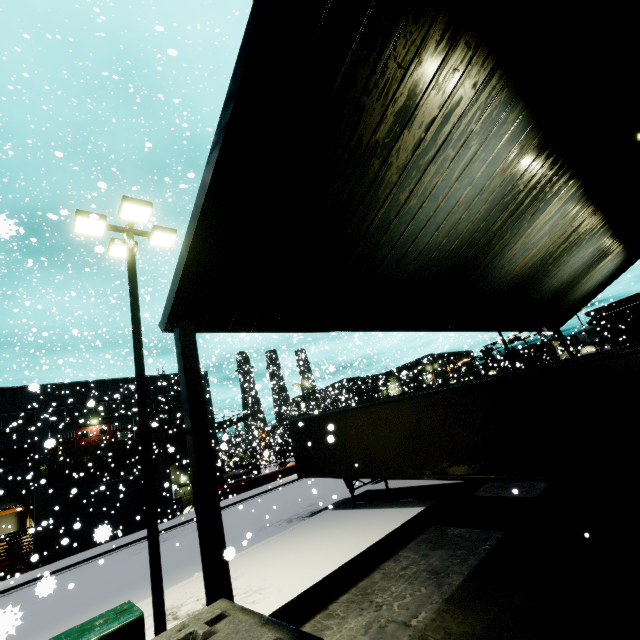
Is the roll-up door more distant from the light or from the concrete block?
the light

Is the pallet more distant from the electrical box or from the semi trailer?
the electrical box

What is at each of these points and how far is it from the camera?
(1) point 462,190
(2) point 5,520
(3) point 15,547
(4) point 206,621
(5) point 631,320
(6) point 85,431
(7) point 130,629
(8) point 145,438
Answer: (1) building, 6.35m
(2) building, 26.64m
(3) pallet, 23.14m
(4) concrete block, 2.95m
(5) building, 52.50m
(6) door, 29.22m
(7) electrical box, 5.41m
(8) light, 7.09m

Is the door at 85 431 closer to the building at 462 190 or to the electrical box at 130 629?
the building at 462 190

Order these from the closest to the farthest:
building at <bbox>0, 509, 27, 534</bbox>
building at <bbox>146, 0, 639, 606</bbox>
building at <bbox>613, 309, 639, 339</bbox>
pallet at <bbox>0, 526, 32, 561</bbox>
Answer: building at <bbox>146, 0, 639, 606</bbox> → pallet at <bbox>0, 526, 32, 561</bbox> → building at <bbox>0, 509, 27, 534</bbox> → building at <bbox>613, 309, 639, 339</bbox>

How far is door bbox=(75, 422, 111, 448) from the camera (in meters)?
31.53

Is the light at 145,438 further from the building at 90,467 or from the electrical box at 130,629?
the building at 90,467

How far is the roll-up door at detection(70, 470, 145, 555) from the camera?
22.9 meters
